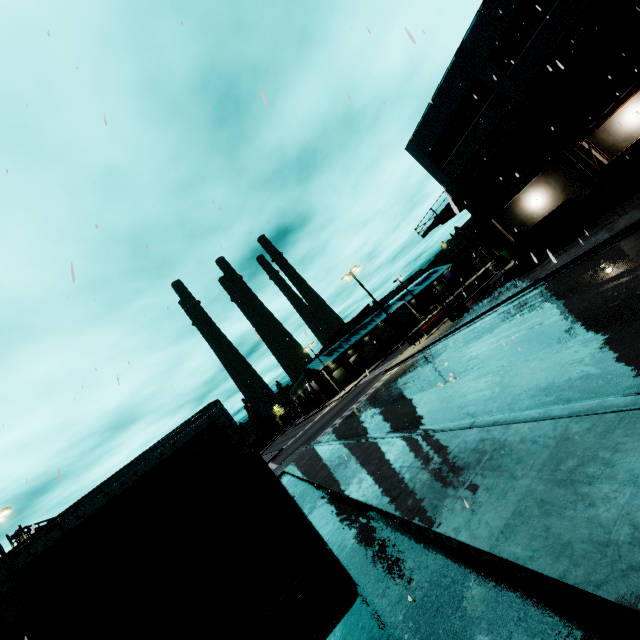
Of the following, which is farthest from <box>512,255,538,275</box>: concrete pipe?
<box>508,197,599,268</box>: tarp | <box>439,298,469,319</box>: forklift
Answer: <box>439,298,469,319</box>: forklift

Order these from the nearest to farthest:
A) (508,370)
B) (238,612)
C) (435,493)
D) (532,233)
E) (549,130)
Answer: (238,612)
(435,493)
(508,370)
(532,233)
(549,130)

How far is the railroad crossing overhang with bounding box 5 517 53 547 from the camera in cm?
2184

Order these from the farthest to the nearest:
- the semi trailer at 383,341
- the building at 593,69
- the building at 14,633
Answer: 1. the semi trailer at 383,341
2. the building at 14,633
3. the building at 593,69

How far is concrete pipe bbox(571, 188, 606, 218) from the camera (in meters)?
19.97

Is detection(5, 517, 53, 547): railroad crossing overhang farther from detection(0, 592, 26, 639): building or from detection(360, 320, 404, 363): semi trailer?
detection(0, 592, 26, 639): building

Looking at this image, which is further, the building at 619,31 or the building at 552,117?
the building at 552,117

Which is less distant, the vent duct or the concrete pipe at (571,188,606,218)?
the vent duct
